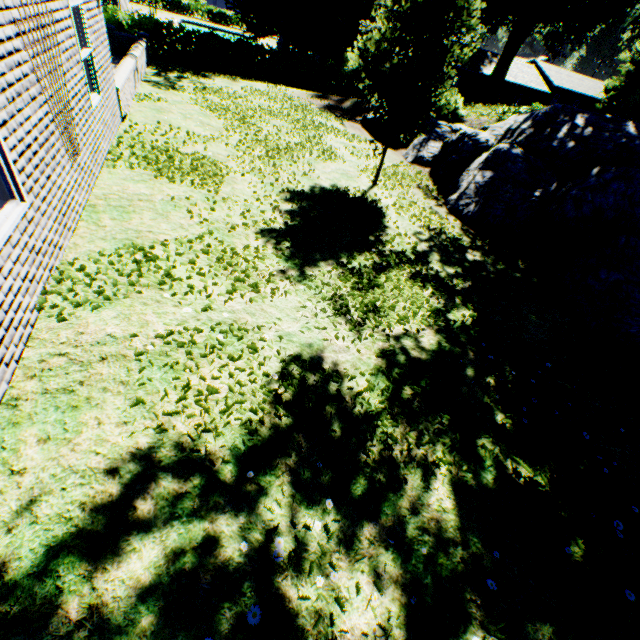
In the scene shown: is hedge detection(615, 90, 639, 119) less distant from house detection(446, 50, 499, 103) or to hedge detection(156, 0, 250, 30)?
house detection(446, 50, 499, 103)

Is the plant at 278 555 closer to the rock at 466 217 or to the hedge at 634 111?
the rock at 466 217

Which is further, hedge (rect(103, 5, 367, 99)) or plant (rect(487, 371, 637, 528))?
hedge (rect(103, 5, 367, 99))

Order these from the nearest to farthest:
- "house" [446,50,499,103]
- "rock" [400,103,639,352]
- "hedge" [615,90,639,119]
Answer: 1. "rock" [400,103,639,352]
2. "hedge" [615,90,639,119]
3. "house" [446,50,499,103]

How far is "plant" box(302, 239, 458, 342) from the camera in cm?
517

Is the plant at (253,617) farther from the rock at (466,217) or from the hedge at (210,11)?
the hedge at (210,11)

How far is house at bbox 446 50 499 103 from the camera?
41.2 meters

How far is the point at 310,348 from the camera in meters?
4.5
